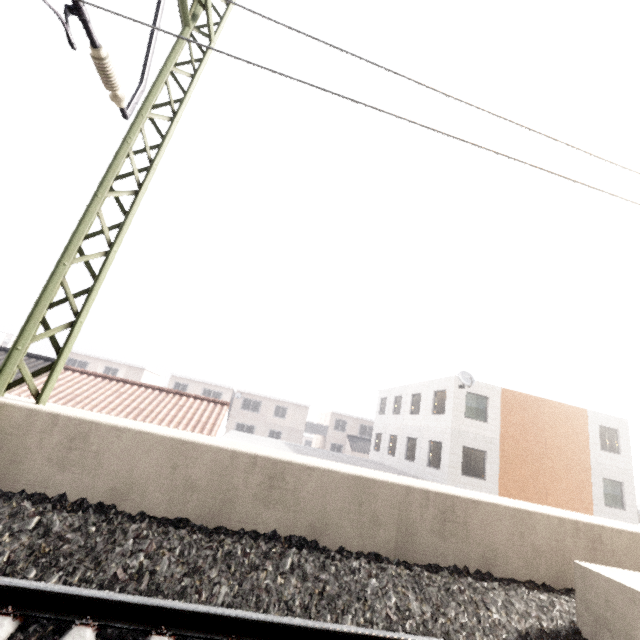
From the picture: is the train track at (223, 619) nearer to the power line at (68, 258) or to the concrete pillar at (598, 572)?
the concrete pillar at (598, 572)

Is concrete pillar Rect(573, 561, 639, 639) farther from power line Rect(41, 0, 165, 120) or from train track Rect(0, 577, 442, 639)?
power line Rect(41, 0, 165, 120)

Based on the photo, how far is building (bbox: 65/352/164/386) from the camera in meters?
36.9 m

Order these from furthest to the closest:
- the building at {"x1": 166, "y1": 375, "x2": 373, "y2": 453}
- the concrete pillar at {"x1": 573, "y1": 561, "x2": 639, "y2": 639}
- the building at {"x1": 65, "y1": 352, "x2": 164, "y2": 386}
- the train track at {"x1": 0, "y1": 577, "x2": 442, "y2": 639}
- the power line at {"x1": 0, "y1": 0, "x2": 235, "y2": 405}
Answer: the building at {"x1": 166, "y1": 375, "x2": 373, "y2": 453}, the building at {"x1": 65, "y1": 352, "x2": 164, "y2": 386}, the power line at {"x1": 0, "y1": 0, "x2": 235, "y2": 405}, the concrete pillar at {"x1": 573, "y1": 561, "x2": 639, "y2": 639}, the train track at {"x1": 0, "y1": 577, "x2": 442, "y2": 639}

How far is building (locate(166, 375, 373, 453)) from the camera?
38.84m

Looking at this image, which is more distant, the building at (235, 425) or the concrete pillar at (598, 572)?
the building at (235, 425)

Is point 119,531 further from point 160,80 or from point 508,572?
point 160,80

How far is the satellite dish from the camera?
17.8 meters
